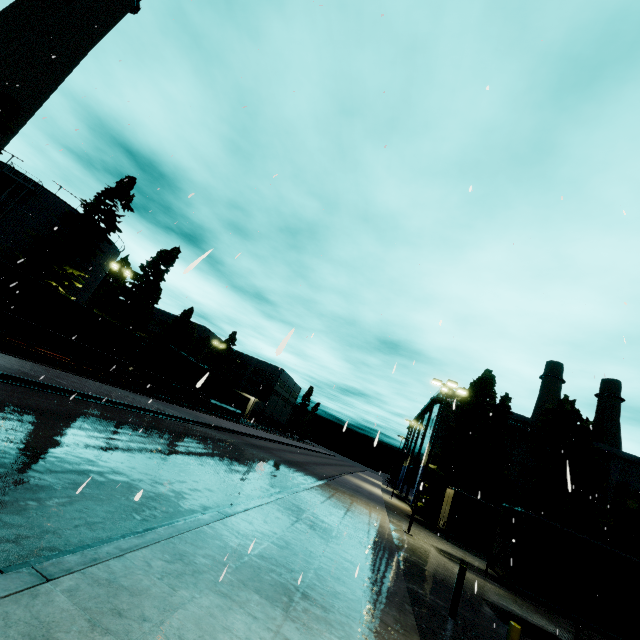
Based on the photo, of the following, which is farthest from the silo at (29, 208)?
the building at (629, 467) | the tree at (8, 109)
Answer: the building at (629, 467)

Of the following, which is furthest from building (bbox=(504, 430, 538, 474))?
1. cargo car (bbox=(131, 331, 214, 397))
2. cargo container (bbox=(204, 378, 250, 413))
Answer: cargo car (bbox=(131, 331, 214, 397))

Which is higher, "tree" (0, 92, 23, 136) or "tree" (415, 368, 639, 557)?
"tree" (0, 92, 23, 136)

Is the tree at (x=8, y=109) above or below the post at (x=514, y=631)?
above

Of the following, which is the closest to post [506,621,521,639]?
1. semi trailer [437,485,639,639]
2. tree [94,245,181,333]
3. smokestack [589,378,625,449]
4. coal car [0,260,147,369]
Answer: semi trailer [437,485,639,639]

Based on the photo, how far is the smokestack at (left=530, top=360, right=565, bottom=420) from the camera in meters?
48.1 m

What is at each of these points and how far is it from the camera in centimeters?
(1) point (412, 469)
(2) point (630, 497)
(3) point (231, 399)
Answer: (1) building, 5028cm
(2) tree, 2730cm
(3) cargo container, 4700cm

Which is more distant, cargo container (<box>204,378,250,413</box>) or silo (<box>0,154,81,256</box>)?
cargo container (<box>204,378,250,413</box>)
